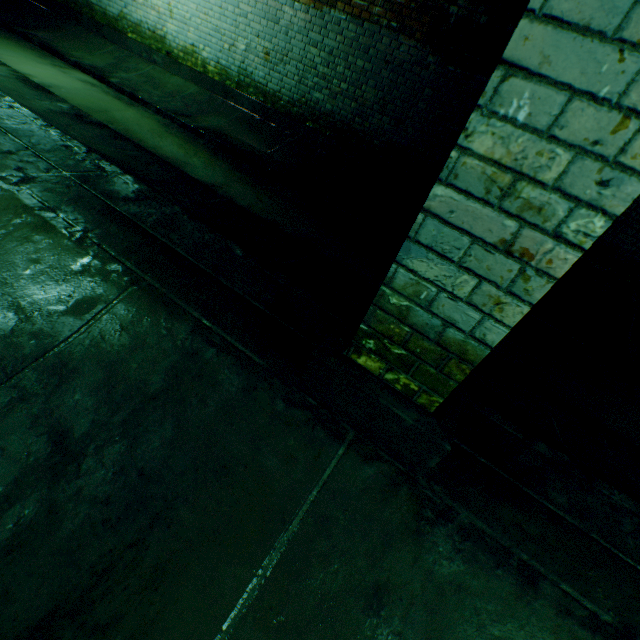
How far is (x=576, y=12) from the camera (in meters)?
0.67
